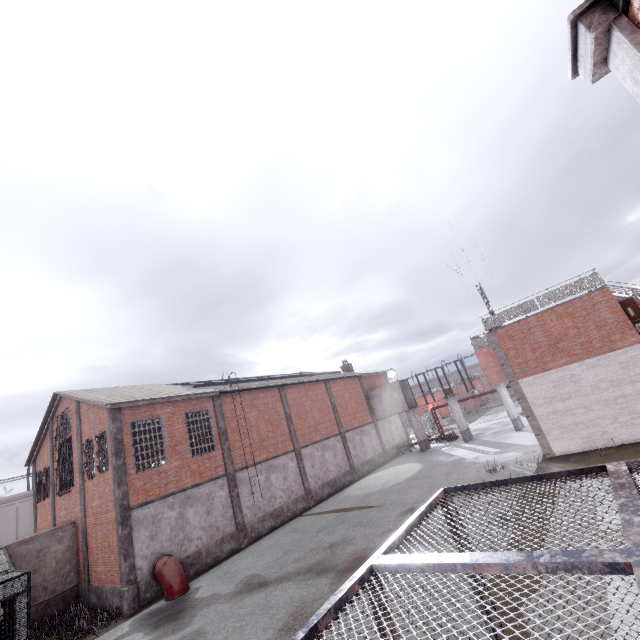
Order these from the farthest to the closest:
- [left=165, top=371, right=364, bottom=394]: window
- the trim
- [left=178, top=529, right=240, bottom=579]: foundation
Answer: [left=165, top=371, right=364, bottom=394]: window
[left=178, top=529, right=240, bottom=579]: foundation
the trim

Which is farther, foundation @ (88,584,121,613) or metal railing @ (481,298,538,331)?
metal railing @ (481,298,538,331)

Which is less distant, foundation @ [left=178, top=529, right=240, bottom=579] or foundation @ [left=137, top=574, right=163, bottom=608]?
foundation @ [left=137, top=574, right=163, bottom=608]

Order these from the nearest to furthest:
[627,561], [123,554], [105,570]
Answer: [627,561] < [123,554] < [105,570]

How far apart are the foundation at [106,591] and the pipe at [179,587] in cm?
113

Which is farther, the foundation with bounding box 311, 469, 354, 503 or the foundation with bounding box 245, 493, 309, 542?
the foundation with bounding box 311, 469, 354, 503

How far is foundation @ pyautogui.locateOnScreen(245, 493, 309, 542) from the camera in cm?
1910

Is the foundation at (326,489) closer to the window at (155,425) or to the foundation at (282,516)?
the foundation at (282,516)
